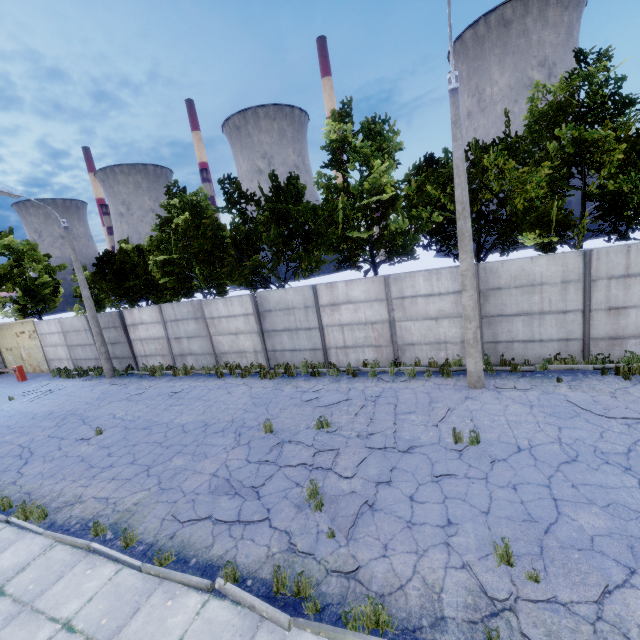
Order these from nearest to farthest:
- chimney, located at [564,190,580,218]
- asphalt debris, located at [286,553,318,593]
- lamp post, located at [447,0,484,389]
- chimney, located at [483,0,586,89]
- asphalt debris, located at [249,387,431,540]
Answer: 1. asphalt debris, located at [286,553,318,593]
2. asphalt debris, located at [249,387,431,540]
3. lamp post, located at [447,0,484,389]
4. chimney, located at [483,0,586,89]
5. chimney, located at [564,190,580,218]

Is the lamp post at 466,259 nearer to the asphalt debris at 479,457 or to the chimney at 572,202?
the asphalt debris at 479,457

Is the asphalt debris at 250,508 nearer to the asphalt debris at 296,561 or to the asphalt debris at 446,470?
the asphalt debris at 296,561

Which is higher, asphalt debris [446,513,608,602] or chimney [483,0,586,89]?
chimney [483,0,586,89]

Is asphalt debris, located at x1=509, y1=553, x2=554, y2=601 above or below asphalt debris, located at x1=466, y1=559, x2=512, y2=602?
below

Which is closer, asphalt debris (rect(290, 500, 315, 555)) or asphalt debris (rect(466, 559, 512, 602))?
asphalt debris (rect(466, 559, 512, 602))

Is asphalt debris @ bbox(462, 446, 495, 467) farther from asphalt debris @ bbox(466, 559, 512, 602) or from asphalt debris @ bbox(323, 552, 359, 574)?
asphalt debris @ bbox(323, 552, 359, 574)

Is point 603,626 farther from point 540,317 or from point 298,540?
point 540,317
